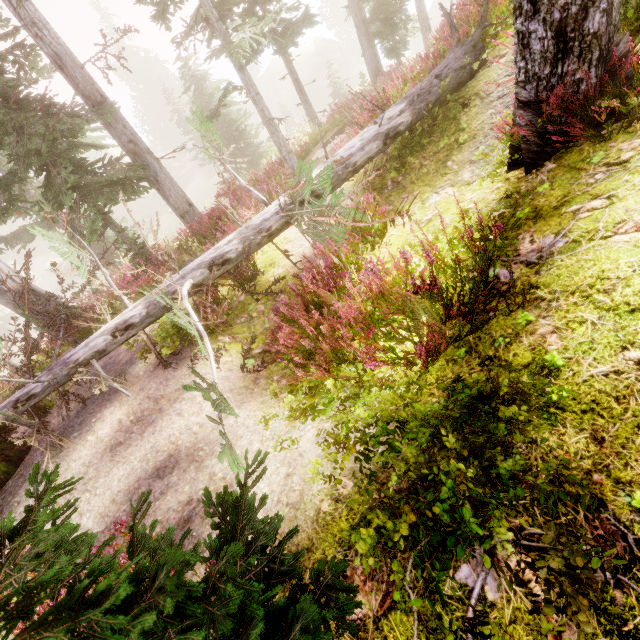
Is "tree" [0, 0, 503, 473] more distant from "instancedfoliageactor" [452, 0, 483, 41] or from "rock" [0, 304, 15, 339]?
"rock" [0, 304, 15, 339]

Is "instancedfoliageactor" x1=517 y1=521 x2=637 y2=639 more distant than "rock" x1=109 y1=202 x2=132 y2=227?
No

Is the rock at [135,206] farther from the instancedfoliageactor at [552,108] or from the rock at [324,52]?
the rock at [324,52]

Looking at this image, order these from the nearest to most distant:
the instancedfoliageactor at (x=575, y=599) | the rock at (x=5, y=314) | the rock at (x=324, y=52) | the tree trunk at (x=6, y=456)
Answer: the instancedfoliageactor at (x=575, y=599), the tree trunk at (x=6, y=456), the rock at (x=5, y=314), the rock at (x=324, y=52)

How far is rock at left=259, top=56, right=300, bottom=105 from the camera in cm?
5266

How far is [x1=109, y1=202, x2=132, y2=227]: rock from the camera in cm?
5069

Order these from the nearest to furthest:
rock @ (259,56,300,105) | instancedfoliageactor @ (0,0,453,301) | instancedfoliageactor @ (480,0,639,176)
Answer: instancedfoliageactor @ (480,0,639,176), instancedfoliageactor @ (0,0,453,301), rock @ (259,56,300,105)

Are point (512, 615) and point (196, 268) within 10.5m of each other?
yes
